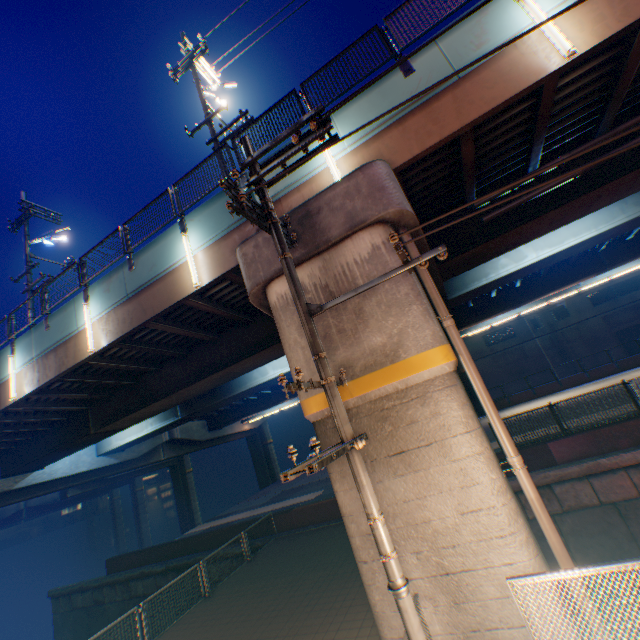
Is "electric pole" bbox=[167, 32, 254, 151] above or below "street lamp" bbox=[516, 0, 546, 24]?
above

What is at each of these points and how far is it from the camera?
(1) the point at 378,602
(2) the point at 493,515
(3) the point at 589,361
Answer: (1) overpass support, 5.7m
(2) overpass support, 5.1m
(3) building, 39.0m

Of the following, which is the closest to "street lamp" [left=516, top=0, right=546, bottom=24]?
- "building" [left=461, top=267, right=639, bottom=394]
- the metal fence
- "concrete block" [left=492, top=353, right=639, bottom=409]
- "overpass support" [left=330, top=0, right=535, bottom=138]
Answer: "overpass support" [left=330, top=0, right=535, bottom=138]

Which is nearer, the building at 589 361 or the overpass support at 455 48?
the overpass support at 455 48

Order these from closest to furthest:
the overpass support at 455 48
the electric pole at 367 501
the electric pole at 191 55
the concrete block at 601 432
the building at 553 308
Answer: the electric pole at 367 501, the overpass support at 455 48, the electric pole at 191 55, the concrete block at 601 432, the building at 553 308

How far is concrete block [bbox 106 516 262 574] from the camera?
17.6 meters

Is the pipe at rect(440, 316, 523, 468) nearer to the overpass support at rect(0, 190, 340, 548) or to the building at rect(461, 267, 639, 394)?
the overpass support at rect(0, 190, 340, 548)

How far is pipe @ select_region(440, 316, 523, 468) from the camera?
5.5m
